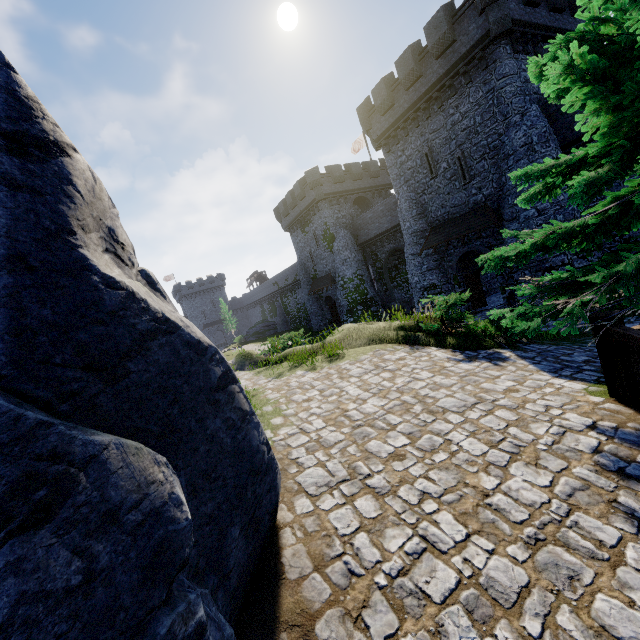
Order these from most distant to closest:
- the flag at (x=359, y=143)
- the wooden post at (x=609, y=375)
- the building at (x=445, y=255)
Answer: the flag at (x=359, y=143) → the building at (x=445, y=255) → the wooden post at (x=609, y=375)

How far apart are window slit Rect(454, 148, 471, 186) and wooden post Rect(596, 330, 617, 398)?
17.4 meters

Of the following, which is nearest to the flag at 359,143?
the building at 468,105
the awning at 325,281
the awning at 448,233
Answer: the building at 468,105

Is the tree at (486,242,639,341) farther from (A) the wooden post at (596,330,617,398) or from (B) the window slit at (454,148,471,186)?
(B) the window slit at (454,148,471,186)

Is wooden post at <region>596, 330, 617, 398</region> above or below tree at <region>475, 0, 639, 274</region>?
below

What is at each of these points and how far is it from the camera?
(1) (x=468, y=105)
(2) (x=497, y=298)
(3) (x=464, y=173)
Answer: (1) building, 18.41m
(2) building, 24.33m
(3) window slit, 19.77m

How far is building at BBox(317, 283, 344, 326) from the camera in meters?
37.2

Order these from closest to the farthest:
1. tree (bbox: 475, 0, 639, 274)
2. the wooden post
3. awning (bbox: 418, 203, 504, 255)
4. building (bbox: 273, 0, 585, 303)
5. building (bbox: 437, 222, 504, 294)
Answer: tree (bbox: 475, 0, 639, 274) → the wooden post → building (bbox: 273, 0, 585, 303) → awning (bbox: 418, 203, 504, 255) → building (bbox: 437, 222, 504, 294)
